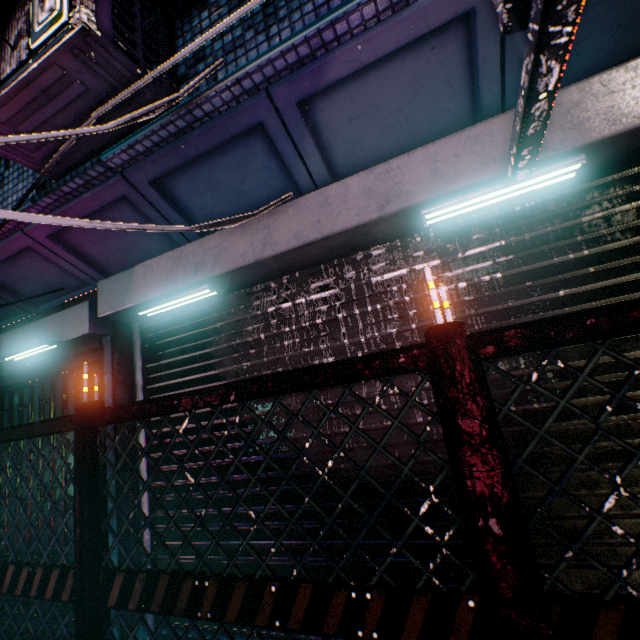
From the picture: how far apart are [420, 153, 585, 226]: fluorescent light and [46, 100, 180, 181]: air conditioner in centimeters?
162cm

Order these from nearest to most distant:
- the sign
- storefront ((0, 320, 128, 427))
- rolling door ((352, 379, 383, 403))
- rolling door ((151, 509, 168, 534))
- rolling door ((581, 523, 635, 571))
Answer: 1. the sign
2. rolling door ((581, 523, 635, 571))
3. rolling door ((352, 379, 383, 403))
4. rolling door ((151, 509, 168, 534))
5. storefront ((0, 320, 128, 427))

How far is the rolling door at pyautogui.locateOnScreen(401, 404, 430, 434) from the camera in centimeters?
176cm

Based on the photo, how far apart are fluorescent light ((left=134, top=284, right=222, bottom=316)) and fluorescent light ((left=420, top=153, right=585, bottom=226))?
1.40m

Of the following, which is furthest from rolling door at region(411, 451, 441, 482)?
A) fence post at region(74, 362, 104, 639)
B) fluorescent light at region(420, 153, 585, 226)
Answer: fence post at region(74, 362, 104, 639)

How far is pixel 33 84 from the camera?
1.66m

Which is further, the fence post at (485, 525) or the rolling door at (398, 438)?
the rolling door at (398, 438)

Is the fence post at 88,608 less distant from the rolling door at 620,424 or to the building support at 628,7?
the rolling door at 620,424
